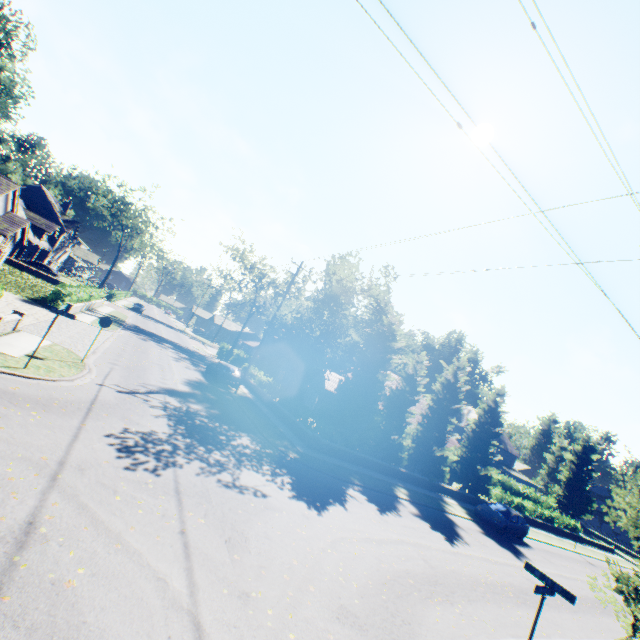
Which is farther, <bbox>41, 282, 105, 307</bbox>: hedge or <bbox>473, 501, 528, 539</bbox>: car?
<bbox>41, 282, 105, 307</bbox>: hedge

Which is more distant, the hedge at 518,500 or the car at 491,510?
the hedge at 518,500

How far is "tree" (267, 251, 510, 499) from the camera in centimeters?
2228cm

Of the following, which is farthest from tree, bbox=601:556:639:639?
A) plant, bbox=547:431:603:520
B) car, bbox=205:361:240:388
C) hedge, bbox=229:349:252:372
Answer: car, bbox=205:361:240:388

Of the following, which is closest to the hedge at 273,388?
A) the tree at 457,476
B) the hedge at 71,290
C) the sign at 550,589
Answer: the tree at 457,476

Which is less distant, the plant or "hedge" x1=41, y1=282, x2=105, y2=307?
"hedge" x1=41, y1=282, x2=105, y2=307

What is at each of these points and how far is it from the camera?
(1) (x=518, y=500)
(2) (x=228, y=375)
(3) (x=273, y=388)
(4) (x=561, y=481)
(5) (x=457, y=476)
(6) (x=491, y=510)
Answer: (1) hedge, 31.69m
(2) car, 26.06m
(3) hedge, 27.42m
(4) plant, 59.75m
(5) tree, 28.73m
(6) car, 22.39m

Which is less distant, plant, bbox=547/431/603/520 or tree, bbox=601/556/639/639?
tree, bbox=601/556/639/639
